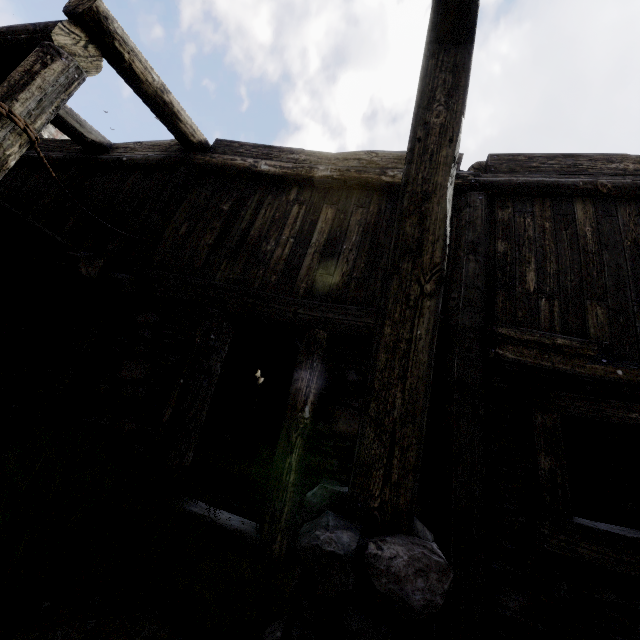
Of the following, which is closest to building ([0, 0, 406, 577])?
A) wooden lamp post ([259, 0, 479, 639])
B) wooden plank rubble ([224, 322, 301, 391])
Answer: wooden plank rubble ([224, 322, 301, 391])

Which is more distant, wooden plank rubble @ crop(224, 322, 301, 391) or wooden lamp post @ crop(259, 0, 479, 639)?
wooden plank rubble @ crop(224, 322, 301, 391)

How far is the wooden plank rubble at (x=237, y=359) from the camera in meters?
7.1 m

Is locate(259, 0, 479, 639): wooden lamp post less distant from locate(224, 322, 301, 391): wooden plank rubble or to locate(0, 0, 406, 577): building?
locate(0, 0, 406, 577): building

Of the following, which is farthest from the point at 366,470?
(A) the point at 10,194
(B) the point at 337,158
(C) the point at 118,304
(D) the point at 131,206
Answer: (A) the point at 10,194

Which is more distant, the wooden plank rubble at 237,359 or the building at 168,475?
the wooden plank rubble at 237,359

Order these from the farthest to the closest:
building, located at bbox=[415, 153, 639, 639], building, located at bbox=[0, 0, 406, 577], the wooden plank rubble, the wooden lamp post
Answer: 1. the wooden plank rubble
2. building, located at bbox=[0, 0, 406, 577]
3. building, located at bbox=[415, 153, 639, 639]
4. the wooden lamp post
